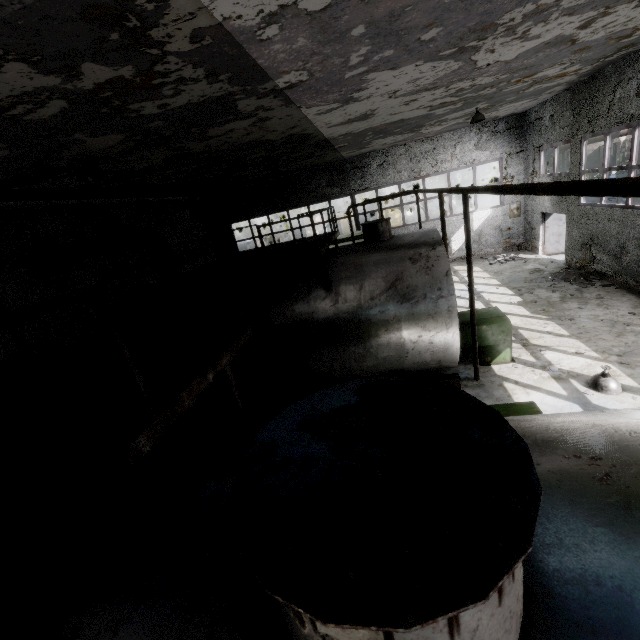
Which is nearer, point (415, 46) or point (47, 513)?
point (47, 513)

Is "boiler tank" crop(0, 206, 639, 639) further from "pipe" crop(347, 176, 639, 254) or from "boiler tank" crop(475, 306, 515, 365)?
"pipe" crop(347, 176, 639, 254)

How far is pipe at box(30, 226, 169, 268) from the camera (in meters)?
8.88

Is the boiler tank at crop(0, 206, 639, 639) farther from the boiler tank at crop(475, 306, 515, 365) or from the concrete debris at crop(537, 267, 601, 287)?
the concrete debris at crop(537, 267, 601, 287)

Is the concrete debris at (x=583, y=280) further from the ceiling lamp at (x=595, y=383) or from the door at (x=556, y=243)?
the ceiling lamp at (x=595, y=383)

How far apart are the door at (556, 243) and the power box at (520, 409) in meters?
16.4

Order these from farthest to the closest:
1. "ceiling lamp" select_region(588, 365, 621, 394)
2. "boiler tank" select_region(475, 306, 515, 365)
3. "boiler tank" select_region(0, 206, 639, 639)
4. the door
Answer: the door, "boiler tank" select_region(475, 306, 515, 365), "ceiling lamp" select_region(588, 365, 621, 394), "boiler tank" select_region(0, 206, 639, 639)

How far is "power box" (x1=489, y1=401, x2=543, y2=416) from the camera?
3.22m
